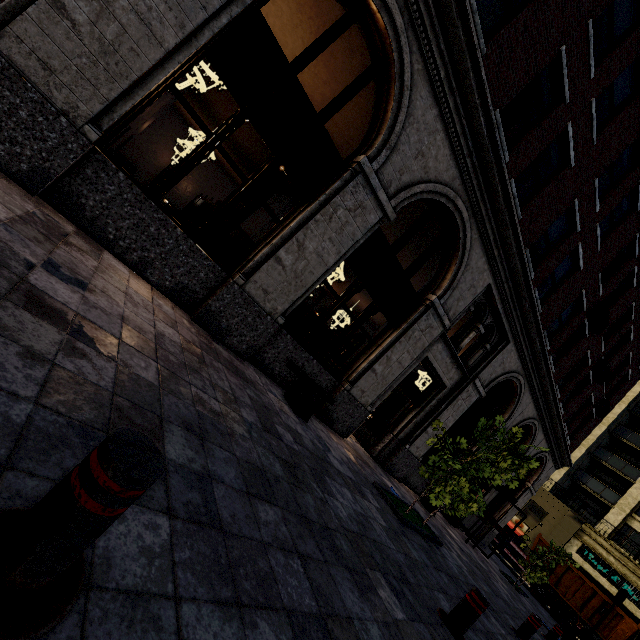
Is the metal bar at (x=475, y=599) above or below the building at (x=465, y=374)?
below

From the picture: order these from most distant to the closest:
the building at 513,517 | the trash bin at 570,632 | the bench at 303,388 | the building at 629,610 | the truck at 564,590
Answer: the building at 629,610 < the truck at 564,590 < the building at 513,517 < the trash bin at 570,632 < the bench at 303,388

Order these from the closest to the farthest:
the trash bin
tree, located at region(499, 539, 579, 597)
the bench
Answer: the bench < the trash bin < tree, located at region(499, 539, 579, 597)

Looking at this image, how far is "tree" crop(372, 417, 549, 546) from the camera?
6.7 meters

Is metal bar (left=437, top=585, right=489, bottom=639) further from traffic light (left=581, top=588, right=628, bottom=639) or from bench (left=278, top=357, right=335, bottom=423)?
traffic light (left=581, top=588, right=628, bottom=639)

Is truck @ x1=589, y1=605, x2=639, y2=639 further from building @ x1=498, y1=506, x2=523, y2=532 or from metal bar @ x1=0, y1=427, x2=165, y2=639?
metal bar @ x1=0, y1=427, x2=165, y2=639

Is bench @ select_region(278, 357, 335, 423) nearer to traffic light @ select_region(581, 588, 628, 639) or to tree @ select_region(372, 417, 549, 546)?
tree @ select_region(372, 417, 549, 546)

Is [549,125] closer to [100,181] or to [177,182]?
[177,182]
